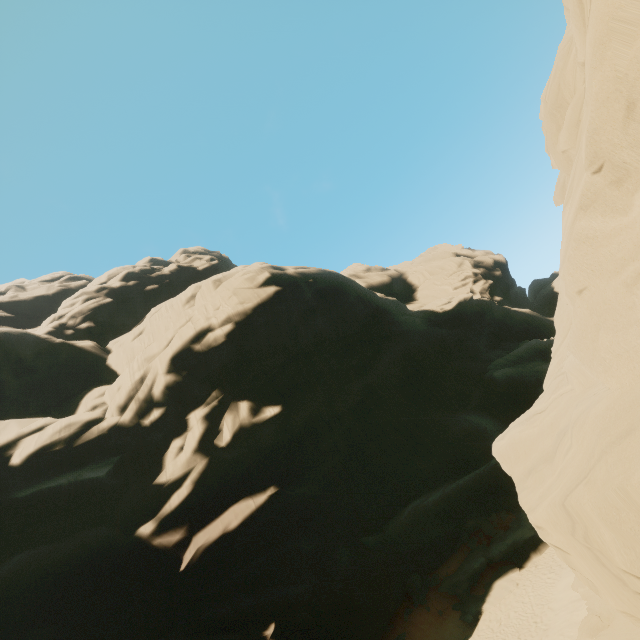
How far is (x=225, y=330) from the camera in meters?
30.3 m
